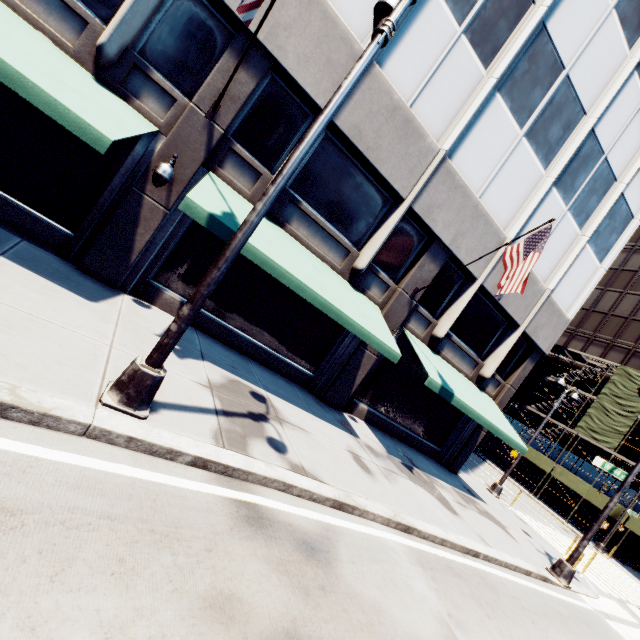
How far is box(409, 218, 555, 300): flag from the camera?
8.4m

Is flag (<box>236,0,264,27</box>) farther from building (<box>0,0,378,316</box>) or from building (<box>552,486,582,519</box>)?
building (<box>552,486,582,519</box>)

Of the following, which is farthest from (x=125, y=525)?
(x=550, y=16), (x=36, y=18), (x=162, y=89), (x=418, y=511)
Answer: (x=550, y=16)

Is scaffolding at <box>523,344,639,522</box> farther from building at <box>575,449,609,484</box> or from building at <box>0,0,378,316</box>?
building at <box>0,0,378,316</box>

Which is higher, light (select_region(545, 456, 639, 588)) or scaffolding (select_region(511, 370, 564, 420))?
scaffolding (select_region(511, 370, 564, 420))

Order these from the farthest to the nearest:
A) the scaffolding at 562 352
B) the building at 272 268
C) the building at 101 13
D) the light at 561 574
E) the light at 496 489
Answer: the scaffolding at 562 352 < the light at 496 489 < the light at 561 574 < the building at 272 268 < the building at 101 13

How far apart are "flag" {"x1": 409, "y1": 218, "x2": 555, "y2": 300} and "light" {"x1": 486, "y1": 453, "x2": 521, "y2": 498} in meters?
12.4 m

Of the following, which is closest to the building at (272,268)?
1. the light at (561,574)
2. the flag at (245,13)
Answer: the flag at (245,13)
